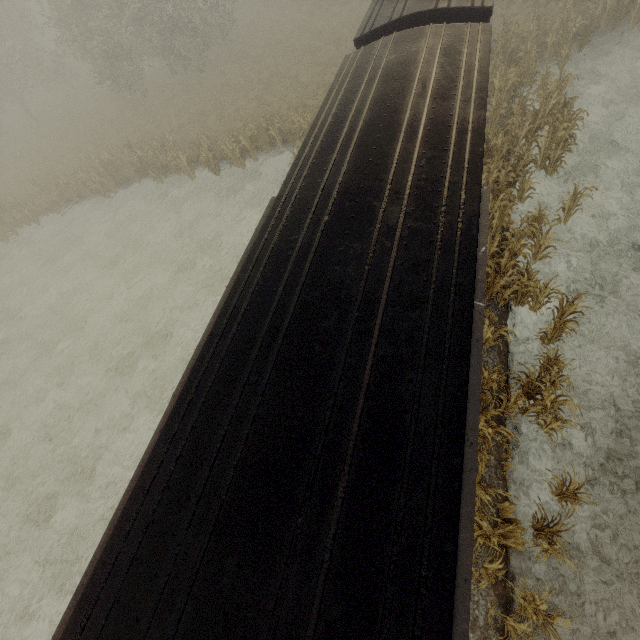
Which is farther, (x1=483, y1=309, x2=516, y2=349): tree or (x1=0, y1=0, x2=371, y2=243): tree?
(x1=0, y1=0, x2=371, y2=243): tree

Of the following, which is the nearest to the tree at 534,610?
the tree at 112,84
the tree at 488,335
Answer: the tree at 488,335

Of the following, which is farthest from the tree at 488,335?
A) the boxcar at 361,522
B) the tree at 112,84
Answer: the tree at 112,84

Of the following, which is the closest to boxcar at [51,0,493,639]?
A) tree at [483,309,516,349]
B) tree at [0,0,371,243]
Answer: tree at [483,309,516,349]

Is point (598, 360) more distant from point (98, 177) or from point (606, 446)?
point (98, 177)

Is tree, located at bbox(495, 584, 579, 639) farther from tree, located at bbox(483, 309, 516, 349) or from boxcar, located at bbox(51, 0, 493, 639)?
tree, located at bbox(483, 309, 516, 349)

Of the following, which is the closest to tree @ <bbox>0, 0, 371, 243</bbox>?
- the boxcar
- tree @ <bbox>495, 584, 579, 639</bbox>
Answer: the boxcar

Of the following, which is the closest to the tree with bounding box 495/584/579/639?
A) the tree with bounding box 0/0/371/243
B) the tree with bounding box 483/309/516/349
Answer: the tree with bounding box 483/309/516/349
